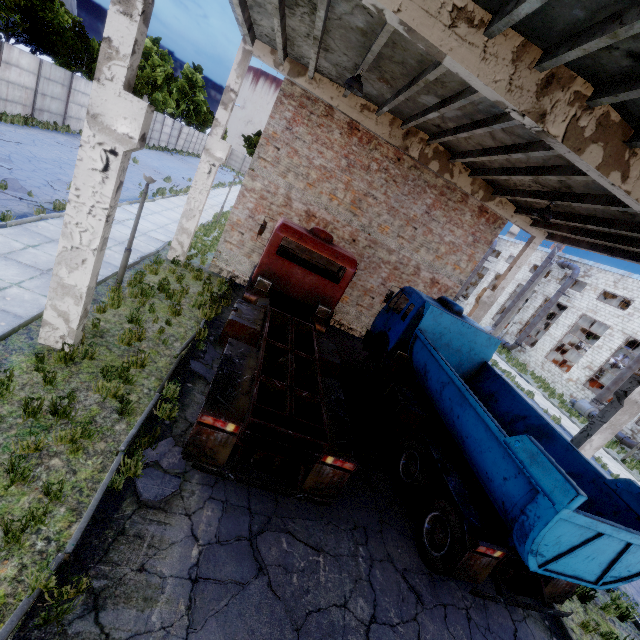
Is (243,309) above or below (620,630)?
above

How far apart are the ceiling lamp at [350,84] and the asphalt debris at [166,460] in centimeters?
891cm

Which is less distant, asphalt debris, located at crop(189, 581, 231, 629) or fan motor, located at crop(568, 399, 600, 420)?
asphalt debris, located at crop(189, 581, 231, 629)

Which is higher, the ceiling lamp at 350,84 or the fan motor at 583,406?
the ceiling lamp at 350,84

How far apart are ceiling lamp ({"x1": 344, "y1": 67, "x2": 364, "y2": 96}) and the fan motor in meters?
27.9

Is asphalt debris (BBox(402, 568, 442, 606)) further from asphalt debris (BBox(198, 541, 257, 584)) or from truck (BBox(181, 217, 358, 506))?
asphalt debris (BBox(198, 541, 257, 584))

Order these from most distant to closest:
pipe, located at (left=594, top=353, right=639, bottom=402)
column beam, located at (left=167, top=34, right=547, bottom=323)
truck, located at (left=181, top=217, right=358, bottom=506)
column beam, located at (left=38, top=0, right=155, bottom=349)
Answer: pipe, located at (left=594, top=353, right=639, bottom=402) → column beam, located at (left=167, top=34, right=547, bottom=323) → truck, located at (left=181, top=217, right=358, bottom=506) → column beam, located at (left=38, top=0, right=155, bottom=349)

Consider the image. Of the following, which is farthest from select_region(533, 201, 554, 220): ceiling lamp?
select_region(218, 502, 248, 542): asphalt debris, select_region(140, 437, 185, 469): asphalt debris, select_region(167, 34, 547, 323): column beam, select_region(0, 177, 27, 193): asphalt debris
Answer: select_region(0, 177, 27, 193): asphalt debris
